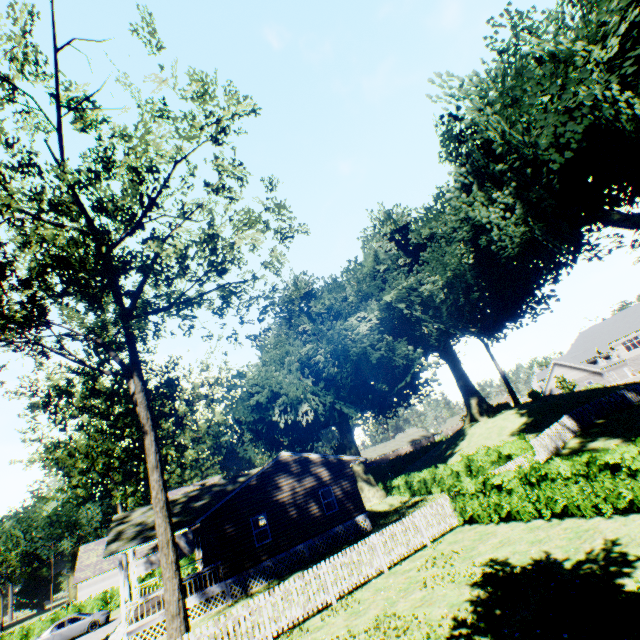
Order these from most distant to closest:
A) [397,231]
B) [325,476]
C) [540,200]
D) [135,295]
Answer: [397,231], [325,476], [540,200], [135,295]

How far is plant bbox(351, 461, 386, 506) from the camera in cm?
3234

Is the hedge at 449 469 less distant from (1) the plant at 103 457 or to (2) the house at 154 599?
(1) the plant at 103 457

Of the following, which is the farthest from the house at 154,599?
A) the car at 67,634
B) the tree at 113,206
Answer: the tree at 113,206

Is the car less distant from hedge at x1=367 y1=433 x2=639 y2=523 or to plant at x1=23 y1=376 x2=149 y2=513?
plant at x1=23 y1=376 x2=149 y2=513

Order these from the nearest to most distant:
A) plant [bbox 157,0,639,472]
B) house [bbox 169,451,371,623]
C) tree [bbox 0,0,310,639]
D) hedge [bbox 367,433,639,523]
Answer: hedge [bbox 367,433,639,523] < tree [bbox 0,0,310,639] < plant [bbox 157,0,639,472] < house [bbox 169,451,371,623]

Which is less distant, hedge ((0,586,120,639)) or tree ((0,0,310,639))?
tree ((0,0,310,639))
